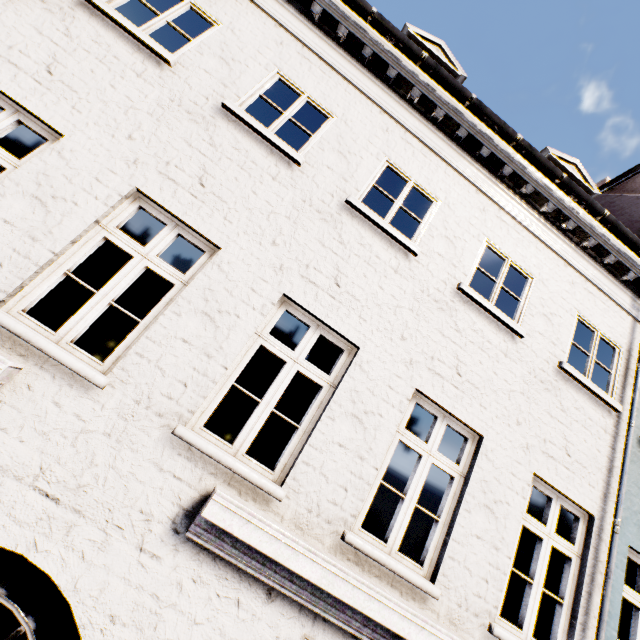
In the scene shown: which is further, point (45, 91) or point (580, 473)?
point (580, 473)
